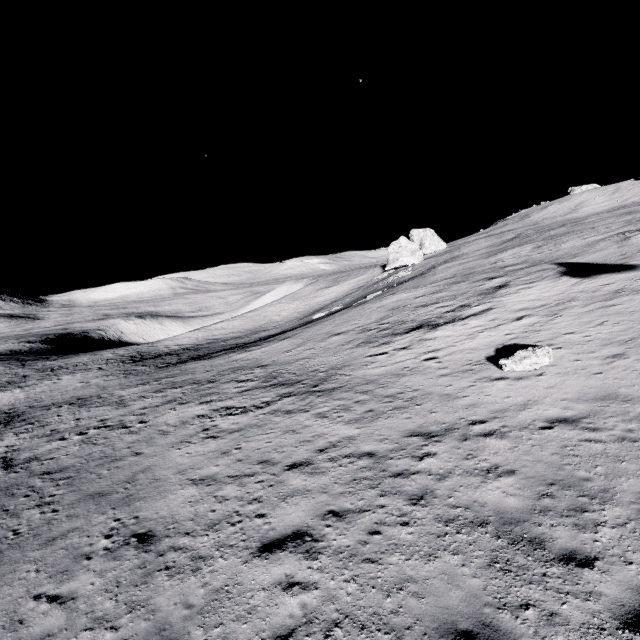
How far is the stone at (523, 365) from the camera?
12.50m

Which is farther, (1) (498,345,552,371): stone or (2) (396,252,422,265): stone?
(2) (396,252,422,265): stone

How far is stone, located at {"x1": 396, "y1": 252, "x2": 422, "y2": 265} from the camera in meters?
58.8

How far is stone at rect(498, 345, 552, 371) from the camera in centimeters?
1250cm

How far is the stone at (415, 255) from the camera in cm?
5878

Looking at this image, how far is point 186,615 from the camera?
6.88m

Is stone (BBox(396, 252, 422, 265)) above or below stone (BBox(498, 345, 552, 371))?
above
